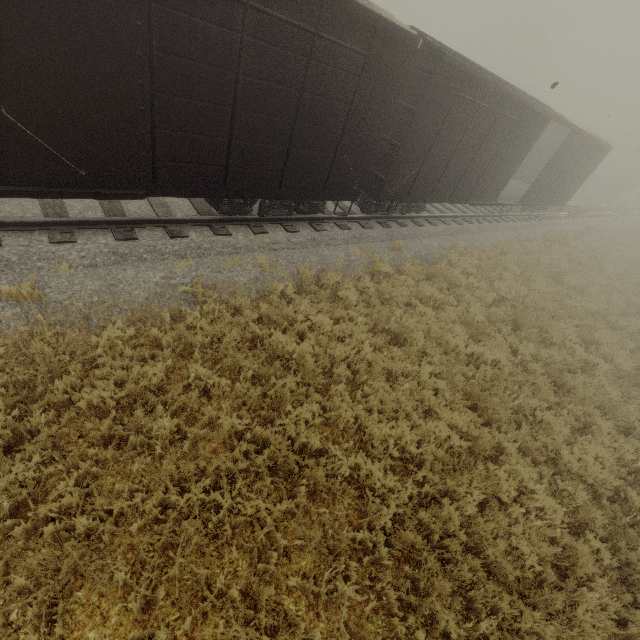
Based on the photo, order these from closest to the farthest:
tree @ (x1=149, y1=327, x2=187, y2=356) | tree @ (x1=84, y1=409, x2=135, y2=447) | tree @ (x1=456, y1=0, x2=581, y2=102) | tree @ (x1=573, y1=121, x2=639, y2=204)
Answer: tree @ (x1=84, y1=409, x2=135, y2=447)
tree @ (x1=149, y1=327, x2=187, y2=356)
tree @ (x1=573, y1=121, x2=639, y2=204)
tree @ (x1=456, y1=0, x2=581, y2=102)

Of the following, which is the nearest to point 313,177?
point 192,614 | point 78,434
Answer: point 78,434

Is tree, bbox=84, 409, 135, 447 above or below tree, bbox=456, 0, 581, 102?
below

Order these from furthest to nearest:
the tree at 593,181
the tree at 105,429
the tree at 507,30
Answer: the tree at 507,30, the tree at 593,181, the tree at 105,429

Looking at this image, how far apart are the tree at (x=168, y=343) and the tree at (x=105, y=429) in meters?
1.4 m

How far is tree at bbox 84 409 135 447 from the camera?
4.1 meters

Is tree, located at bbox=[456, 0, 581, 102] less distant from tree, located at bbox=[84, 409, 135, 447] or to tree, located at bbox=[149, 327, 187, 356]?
tree, located at bbox=[149, 327, 187, 356]

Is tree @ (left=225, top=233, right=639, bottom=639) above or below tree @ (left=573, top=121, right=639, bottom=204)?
below
